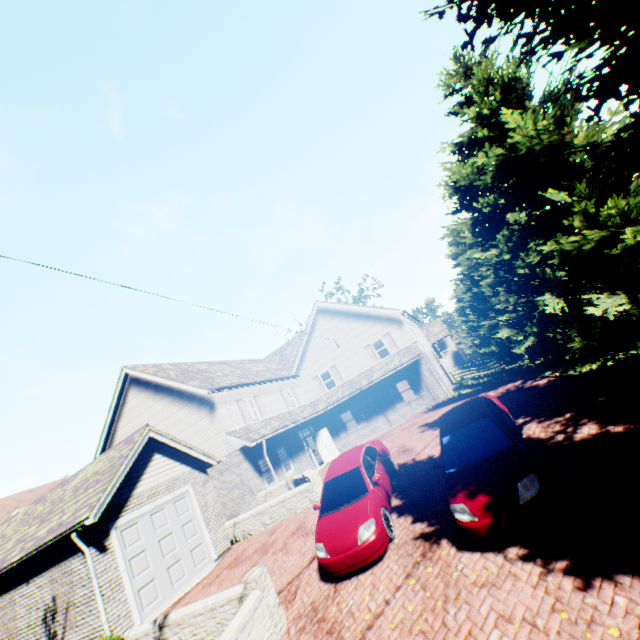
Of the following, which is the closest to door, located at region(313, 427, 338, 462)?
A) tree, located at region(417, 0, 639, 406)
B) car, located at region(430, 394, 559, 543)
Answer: tree, located at region(417, 0, 639, 406)

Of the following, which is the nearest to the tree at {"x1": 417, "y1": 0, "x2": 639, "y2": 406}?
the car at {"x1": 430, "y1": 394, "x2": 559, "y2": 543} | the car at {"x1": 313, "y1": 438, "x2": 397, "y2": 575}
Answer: the car at {"x1": 430, "y1": 394, "x2": 559, "y2": 543}

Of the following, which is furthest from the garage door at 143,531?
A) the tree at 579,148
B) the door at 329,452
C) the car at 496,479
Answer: the door at 329,452

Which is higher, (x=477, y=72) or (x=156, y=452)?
(x=477, y=72)

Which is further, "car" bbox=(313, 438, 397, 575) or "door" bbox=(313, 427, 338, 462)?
"door" bbox=(313, 427, 338, 462)

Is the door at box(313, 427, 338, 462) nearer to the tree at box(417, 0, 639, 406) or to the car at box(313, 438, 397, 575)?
the car at box(313, 438, 397, 575)

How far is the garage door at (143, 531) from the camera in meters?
10.3

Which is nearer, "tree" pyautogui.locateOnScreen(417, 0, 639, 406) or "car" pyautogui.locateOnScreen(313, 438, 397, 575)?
"tree" pyautogui.locateOnScreen(417, 0, 639, 406)
